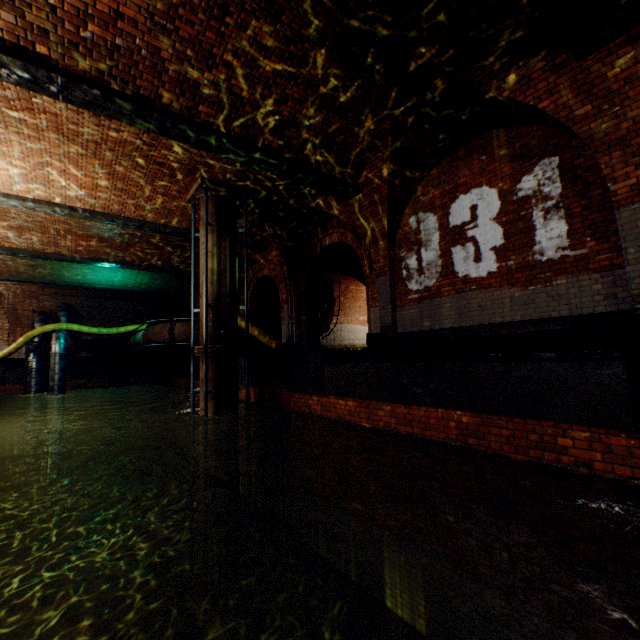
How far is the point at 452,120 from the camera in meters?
6.4

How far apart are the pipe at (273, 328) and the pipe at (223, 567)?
7.7m

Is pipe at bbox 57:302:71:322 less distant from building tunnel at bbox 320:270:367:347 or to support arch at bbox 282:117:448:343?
building tunnel at bbox 320:270:367:347

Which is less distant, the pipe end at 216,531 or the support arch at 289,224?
the pipe end at 216,531

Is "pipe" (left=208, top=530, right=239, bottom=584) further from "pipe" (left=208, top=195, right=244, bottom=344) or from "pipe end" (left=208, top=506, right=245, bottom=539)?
"pipe" (left=208, top=195, right=244, bottom=344)

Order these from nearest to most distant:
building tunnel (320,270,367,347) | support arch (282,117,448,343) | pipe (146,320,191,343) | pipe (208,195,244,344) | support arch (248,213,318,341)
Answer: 1. support arch (282,117,448,343)
2. pipe (208,195,244,344)
3. support arch (248,213,318,341)
4. pipe (146,320,191,343)
5. building tunnel (320,270,367,347)

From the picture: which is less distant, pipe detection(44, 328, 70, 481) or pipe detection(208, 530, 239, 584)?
pipe detection(208, 530, 239, 584)

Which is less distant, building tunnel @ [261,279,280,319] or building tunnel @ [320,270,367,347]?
building tunnel @ [261,279,280,319]
